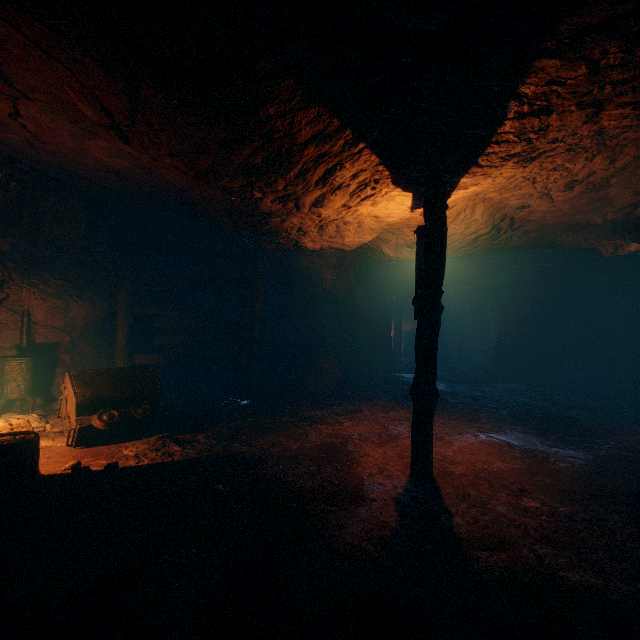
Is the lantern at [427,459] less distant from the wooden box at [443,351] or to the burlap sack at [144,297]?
the burlap sack at [144,297]

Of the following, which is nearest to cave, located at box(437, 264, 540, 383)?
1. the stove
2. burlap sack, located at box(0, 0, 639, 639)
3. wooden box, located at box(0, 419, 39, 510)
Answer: burlap sack, located at box(0, 0, 639, 639)

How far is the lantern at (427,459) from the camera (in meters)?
5.01

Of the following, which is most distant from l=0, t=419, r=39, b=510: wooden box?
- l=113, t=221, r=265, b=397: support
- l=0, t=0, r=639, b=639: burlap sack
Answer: l=113, t=221, r=265, b=397: support

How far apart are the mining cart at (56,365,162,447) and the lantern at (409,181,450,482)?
4.8 meters

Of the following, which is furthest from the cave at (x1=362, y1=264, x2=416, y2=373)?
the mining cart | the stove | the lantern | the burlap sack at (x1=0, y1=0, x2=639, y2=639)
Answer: the stove

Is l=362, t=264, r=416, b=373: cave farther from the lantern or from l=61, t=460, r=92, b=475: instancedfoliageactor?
l=61, t=460, r=92, b=475: instancedfoliageactor

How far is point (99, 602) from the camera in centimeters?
265cm
